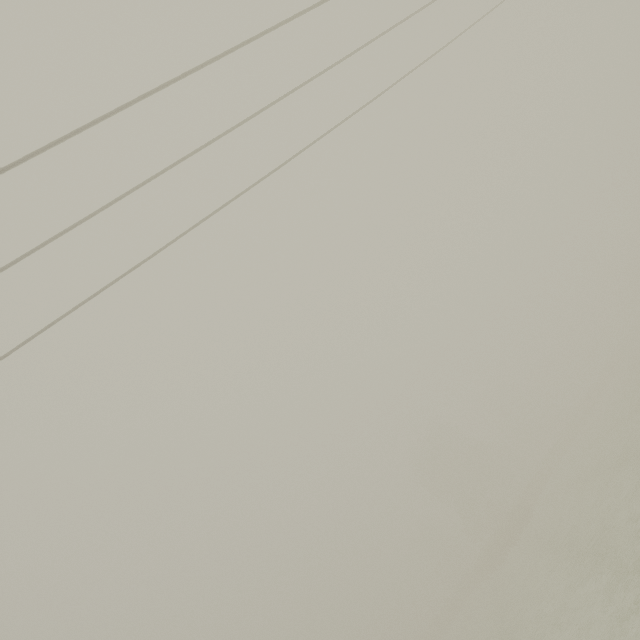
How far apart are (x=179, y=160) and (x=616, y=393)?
54.10m
